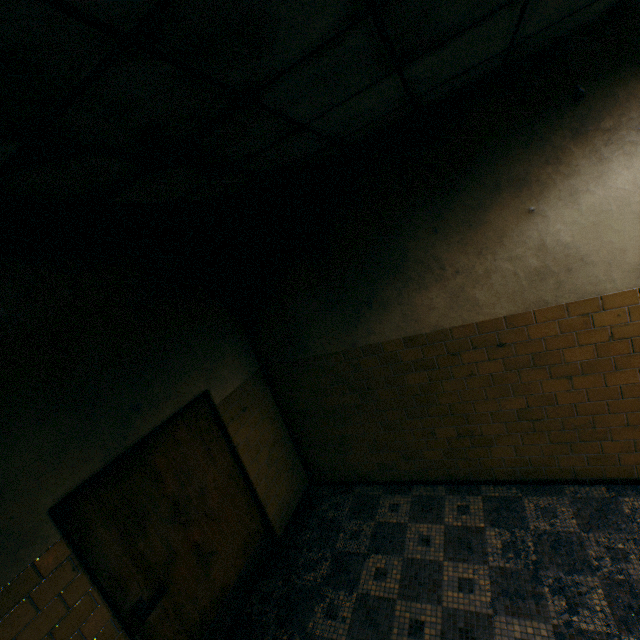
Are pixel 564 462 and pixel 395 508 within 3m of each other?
yes
